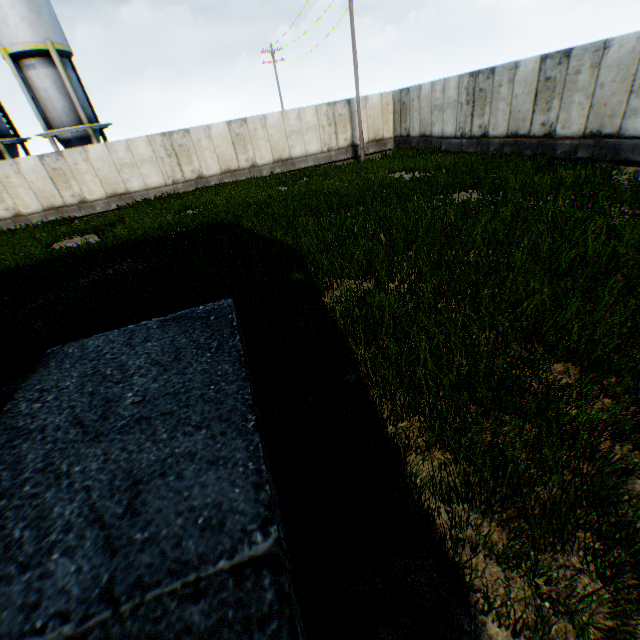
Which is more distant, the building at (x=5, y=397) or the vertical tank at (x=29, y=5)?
the vertical tank at (x=29, y=5)

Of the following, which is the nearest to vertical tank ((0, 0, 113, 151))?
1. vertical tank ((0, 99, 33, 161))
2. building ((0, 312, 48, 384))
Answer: vertical tank ((0, 99, 33, 161))

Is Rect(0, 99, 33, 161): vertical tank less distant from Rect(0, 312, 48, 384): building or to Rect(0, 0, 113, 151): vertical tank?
Rect(0, 0, 113, 151): vertical tank

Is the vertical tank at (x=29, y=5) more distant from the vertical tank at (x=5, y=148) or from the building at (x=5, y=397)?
the building at (x=5, y=397)

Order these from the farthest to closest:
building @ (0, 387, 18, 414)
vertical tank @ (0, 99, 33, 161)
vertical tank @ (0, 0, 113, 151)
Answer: vertical tank @ (0, 99, 33, 161) → vertical tank @ (0, 0, 113, 151) → building @ (0, 387, 18, 414)

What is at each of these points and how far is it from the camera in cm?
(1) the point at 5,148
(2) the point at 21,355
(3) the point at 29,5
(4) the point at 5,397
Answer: (1) vertical tank, 2238
(2) building, 480
(3) vertical tank, 1973
(4) building, 423

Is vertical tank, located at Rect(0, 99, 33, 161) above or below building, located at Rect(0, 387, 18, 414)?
above
